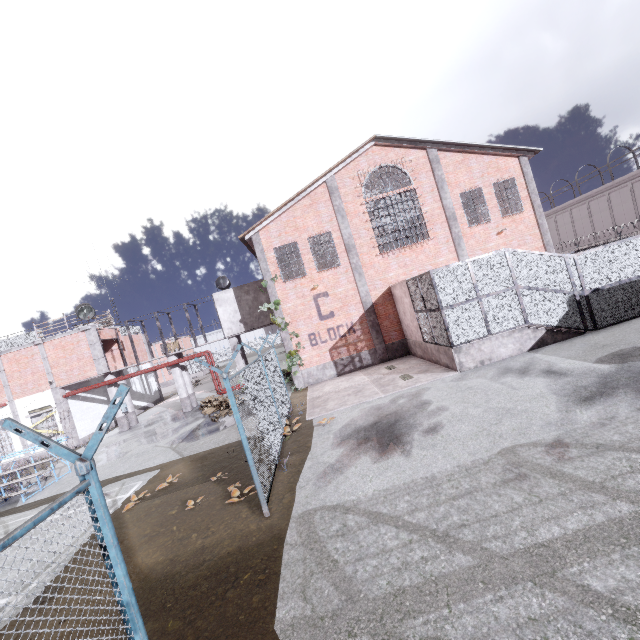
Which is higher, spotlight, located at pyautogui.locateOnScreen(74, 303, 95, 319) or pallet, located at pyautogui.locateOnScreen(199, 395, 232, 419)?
spotlight, located at pyautogui.locateOnScreen(74, 303, 95, 319)

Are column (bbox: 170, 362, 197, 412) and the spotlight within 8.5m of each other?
yes

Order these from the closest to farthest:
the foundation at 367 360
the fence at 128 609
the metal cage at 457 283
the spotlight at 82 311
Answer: the fence at 128 609 → the metal cage at 457 283 → the foundation at 367 360 → the spotlight at 82 311

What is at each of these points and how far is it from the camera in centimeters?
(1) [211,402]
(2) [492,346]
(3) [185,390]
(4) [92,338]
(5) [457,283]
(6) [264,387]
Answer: (1) pallet, 1973cm
(2) stair, 1215cm
(3) column, 2177cm
(4) trim, 2062cm
(5) metal cage, 1212cm
(6) fence, 995cm

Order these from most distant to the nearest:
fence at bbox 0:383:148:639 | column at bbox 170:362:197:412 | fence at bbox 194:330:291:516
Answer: column at bbox 170:362:197:412
fence at bbox 194:330:291:516
fence at bbox 0:383:148:639

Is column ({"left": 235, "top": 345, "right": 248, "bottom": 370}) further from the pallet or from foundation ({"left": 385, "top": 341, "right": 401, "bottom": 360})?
foundation ({"left": 385, "top": 341, "right": 401, "bottom": 360})

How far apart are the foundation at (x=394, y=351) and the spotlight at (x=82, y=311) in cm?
1846

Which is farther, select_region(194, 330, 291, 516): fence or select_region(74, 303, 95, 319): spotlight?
select_region(74, 303, 95, 319): spotlight
